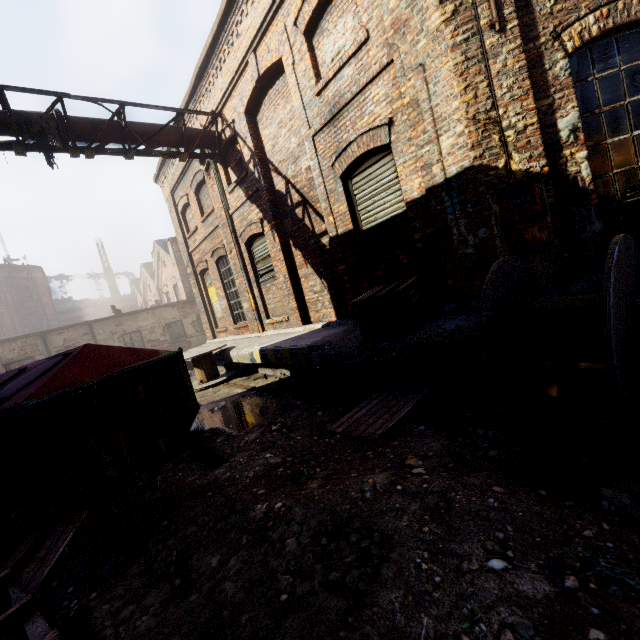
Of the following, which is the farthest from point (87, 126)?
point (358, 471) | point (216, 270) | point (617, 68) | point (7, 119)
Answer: point (617, 68)

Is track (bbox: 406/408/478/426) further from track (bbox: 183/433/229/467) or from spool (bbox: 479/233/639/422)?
track (bbox: 183/433/229/467)

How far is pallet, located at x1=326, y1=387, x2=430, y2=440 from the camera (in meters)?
3.65

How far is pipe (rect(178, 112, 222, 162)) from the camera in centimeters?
895cm

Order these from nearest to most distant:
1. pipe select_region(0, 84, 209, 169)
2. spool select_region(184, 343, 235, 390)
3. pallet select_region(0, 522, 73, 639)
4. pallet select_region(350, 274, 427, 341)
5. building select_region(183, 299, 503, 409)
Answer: pallet select_region(0, 522, 73, 639)
building select_region(183, 299, 503, 409)
pallet select_region(350, 274, 427, 341)
pipe select_region(0, 84, 209, 169)
spool select_region(184, 343, 235, 390)

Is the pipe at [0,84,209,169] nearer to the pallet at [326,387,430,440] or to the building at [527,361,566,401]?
the building at [527,361,566,401]

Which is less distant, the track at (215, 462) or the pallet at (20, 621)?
the pallet at (20, 621)

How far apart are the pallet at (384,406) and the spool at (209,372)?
5.5 meters
